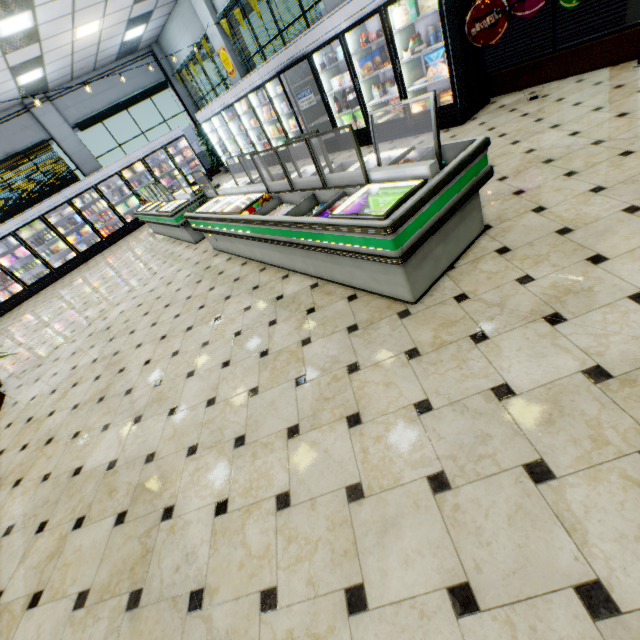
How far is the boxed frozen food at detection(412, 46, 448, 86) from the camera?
5.0m

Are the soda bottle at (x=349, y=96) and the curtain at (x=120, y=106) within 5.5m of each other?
no

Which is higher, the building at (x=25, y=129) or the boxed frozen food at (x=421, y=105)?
the building at (x=25, y=129)

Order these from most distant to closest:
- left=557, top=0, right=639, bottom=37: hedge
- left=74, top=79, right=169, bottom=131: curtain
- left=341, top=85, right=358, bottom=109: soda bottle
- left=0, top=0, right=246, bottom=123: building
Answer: left=74, top=79, right=169, bottom=131: curtain → left=0, top=0, right=246, bottom=123: building → left=341, top=85, right=358, bottom=109: soda bottle → left=557, top=0, right=639, bottom=37: hedge

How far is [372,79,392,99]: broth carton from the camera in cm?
609

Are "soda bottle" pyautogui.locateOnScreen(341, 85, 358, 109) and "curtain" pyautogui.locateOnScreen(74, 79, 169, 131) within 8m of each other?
no

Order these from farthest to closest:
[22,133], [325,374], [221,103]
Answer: [22,133], [221,103], [325,374]

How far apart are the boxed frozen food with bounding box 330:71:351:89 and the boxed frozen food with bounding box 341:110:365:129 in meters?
0.5
